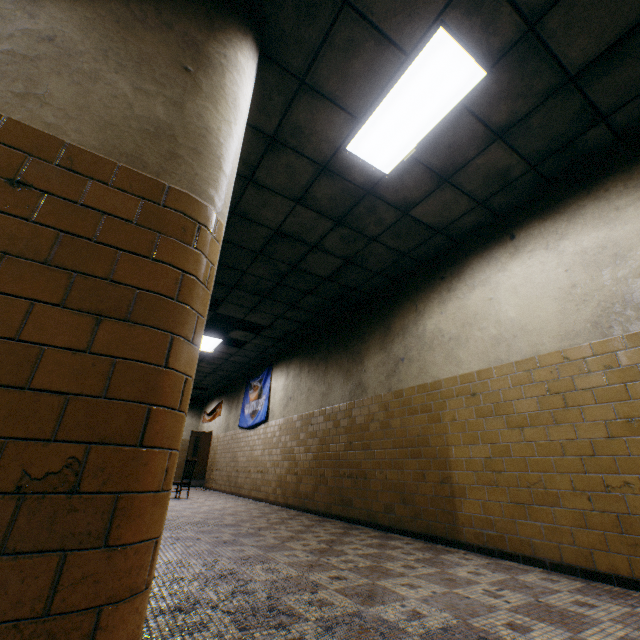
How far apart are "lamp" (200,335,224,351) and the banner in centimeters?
167cm

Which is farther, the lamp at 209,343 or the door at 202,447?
the door at 202,447

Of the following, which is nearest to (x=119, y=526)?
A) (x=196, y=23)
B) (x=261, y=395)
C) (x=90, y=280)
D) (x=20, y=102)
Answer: (x=90, y=280)

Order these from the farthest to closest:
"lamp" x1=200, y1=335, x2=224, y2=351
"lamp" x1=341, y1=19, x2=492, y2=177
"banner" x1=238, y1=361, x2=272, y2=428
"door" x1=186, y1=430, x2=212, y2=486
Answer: "door" x1=186, y1=430, x2=212, y2=486 → "banner" x1=238, y1=361, x2=272, y2=428 → "lamp" x1=200, y1=335, x2=224, y2=351 → "lamp" x1=341, y1=19, x2=492, y2=177

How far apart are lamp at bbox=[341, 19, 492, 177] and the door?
13.07m

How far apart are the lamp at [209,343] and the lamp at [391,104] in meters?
6.5 m

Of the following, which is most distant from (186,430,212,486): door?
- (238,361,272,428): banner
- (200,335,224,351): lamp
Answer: (200,335,224,351): lamp

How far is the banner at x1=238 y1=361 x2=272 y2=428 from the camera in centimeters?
962cm
